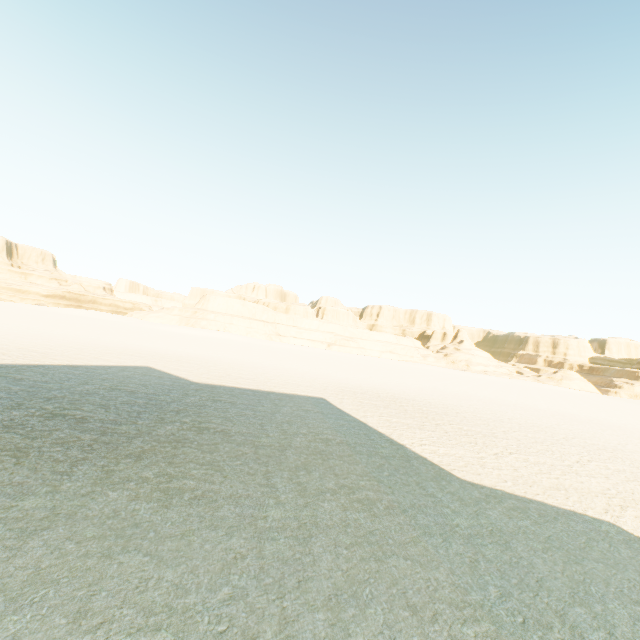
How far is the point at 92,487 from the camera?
5.5m
